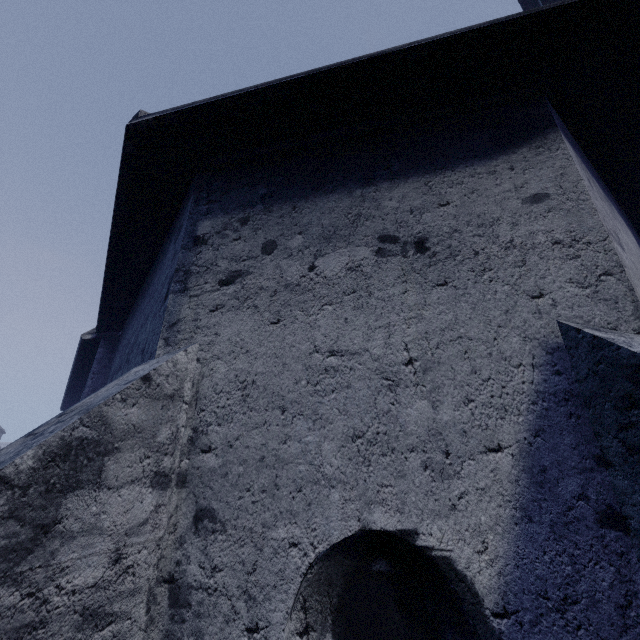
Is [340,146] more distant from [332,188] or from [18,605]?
[18,605]
